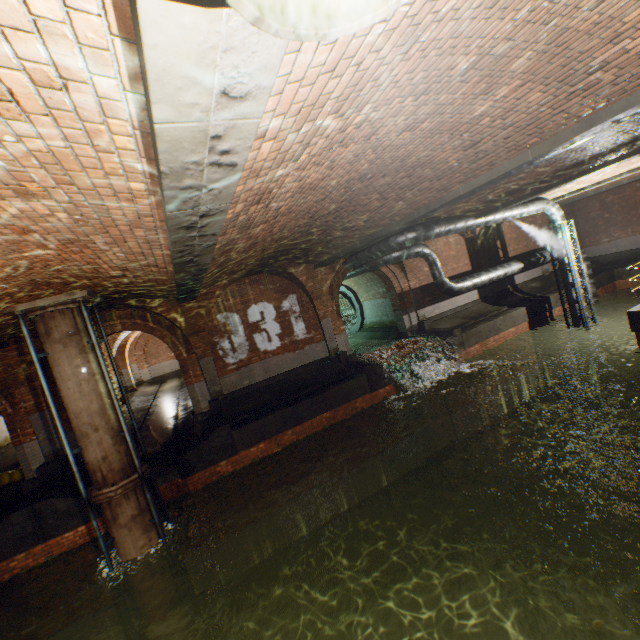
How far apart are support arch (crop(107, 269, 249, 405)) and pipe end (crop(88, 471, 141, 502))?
3.67m

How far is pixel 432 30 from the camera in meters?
2.1

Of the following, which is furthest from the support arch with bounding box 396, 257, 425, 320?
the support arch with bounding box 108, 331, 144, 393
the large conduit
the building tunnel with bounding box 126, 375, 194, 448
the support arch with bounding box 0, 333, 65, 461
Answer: the support arch with bounding box 108, 331, 144, 393

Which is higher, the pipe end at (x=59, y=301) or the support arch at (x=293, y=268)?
the pipe end at (x=59, y=301)

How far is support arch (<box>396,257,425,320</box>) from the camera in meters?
15.1 m

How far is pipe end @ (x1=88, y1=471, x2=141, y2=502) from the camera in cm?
689

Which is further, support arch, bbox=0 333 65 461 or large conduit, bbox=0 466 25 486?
large conduit, bbox=0 466 25 486

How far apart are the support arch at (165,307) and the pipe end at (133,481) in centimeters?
367cm
